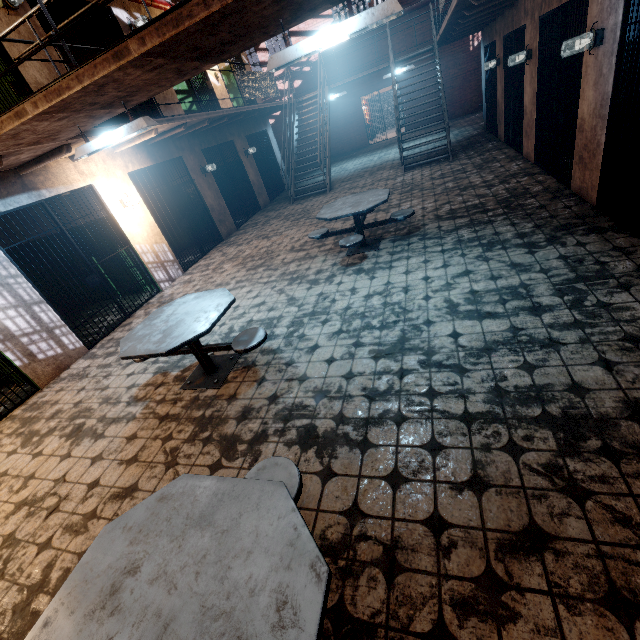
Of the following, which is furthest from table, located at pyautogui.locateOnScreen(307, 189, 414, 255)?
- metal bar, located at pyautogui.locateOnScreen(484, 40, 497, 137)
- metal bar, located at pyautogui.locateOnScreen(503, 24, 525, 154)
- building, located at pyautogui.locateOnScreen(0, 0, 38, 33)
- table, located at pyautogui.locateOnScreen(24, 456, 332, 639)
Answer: metal bar, located at pyautogui.locateOnScreen(484, 40, 497, 137)

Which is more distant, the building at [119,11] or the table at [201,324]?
the building at [119,11]

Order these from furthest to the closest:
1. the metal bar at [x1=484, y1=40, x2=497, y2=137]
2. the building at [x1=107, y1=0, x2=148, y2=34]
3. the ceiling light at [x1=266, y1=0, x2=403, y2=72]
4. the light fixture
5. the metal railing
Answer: the metal bar at [x1=484, y1=40, x2=497, y2=137], the building at [x1=107, y1=0, x2=148, y2=34], the metal railing, the light fixture, the ceiling light at [x1=266, y1=0, x2=403, y2=72]

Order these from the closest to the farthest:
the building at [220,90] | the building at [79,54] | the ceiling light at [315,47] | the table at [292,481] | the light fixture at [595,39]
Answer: the table at [292,481] → the ceiling light at [315,47] → the light fixture at [595,39] → the building at [79,54] → the building at [220,90]

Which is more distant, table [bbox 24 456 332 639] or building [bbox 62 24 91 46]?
building [bbox 62 24 91 46]

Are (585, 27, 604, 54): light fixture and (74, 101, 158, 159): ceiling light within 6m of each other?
yes

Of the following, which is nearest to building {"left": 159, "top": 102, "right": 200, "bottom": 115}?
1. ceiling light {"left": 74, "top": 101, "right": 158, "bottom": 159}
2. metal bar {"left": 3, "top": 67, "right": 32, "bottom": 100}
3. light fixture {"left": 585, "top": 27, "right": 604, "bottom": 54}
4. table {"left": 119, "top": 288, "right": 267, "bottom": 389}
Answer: metal bar {"left": 3, "top": 67, "right": 32, "bottom": 100}

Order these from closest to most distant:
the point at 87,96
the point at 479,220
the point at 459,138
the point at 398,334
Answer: the point at 87,96, the point at 398,334, the point at 479,220, the point at 459,138
